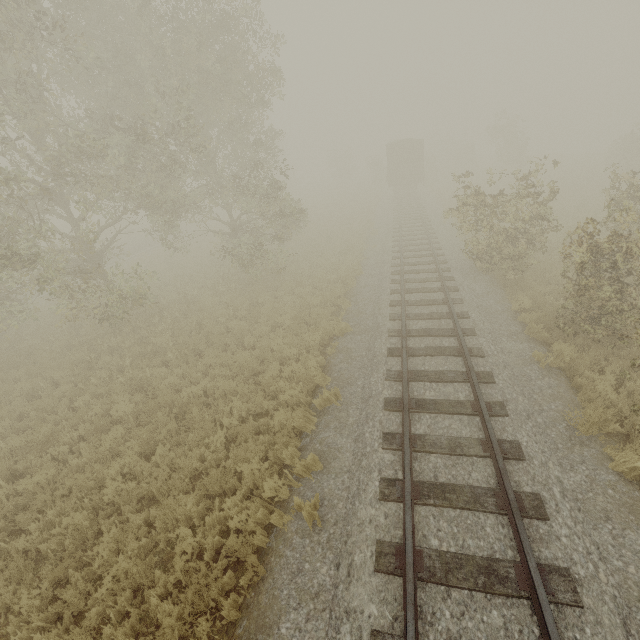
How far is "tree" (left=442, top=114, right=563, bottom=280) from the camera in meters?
11.3

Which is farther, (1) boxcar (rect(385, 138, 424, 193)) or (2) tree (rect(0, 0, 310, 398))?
(1) boxcar (rect(385, 138, 424, 193))

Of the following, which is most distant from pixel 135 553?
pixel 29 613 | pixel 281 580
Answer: pixel 281 580

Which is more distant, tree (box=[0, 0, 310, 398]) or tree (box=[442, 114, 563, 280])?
tree (box=[442, 114, 563, 280])

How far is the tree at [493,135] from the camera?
11.26m

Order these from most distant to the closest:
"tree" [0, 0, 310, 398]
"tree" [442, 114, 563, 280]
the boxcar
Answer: the boxcar → "tree" [442, 114, 563, 280] → "tree" [0, 0, 310, 398]

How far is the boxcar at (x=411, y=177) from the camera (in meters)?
29.83

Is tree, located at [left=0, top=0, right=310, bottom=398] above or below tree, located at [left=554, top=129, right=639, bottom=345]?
above
